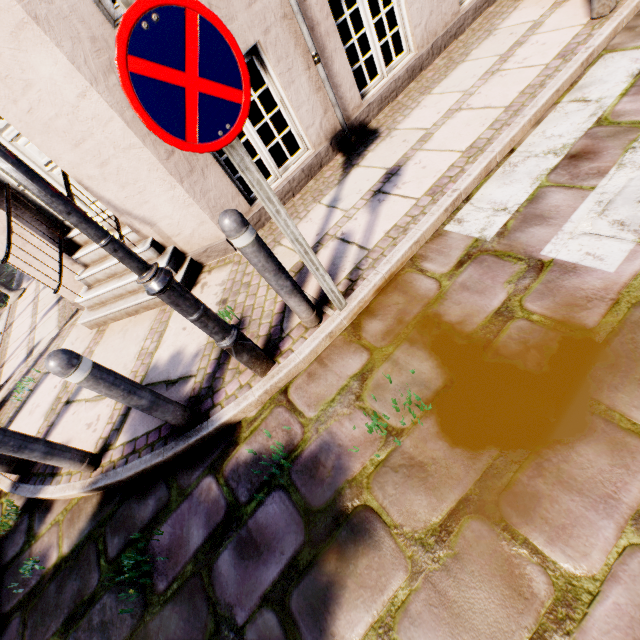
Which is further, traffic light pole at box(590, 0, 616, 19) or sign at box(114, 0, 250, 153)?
traffic light pole at box(590, 0, 616, 19)

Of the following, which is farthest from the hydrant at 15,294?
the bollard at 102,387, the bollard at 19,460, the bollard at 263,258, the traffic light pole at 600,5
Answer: the traffic light pole at 600,5

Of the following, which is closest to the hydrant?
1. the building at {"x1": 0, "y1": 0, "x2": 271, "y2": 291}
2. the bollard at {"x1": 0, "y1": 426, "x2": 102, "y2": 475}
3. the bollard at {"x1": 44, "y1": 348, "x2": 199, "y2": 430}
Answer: the building at {"x1": 0, "y1": 0, "x2": 271, "y2": 291}

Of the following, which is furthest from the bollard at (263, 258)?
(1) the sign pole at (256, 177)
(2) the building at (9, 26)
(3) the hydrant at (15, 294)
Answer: (3) the hydrant at (15, 294)

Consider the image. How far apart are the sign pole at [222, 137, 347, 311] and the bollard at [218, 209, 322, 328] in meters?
0.2

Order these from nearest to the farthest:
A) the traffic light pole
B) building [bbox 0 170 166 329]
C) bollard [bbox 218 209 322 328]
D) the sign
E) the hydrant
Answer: the sign
bollard [bbox 218 209 322 328]
the traffic light pole
building [bbox 0 170 166 329]
the hydrant

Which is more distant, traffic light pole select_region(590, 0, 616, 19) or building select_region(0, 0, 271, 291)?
traffic light pole select_region(590, 0, 616, 19)

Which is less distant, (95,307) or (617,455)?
(617,455)
